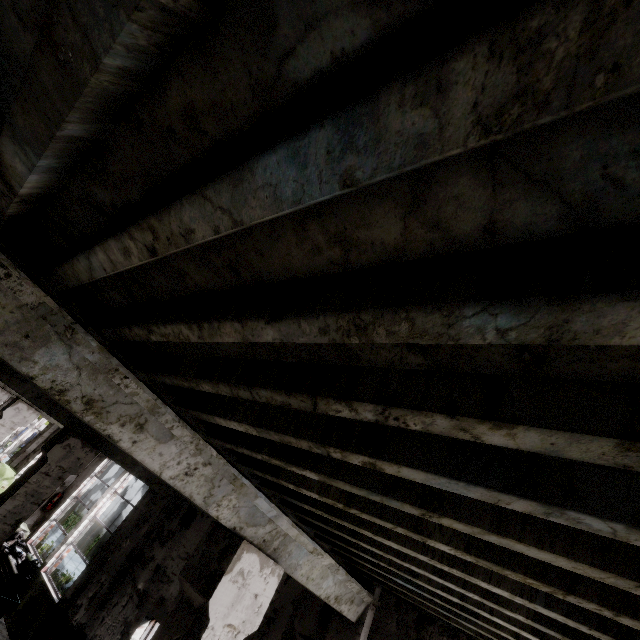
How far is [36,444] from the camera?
15.5 meters

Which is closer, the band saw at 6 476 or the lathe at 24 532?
the lathe at 24 532

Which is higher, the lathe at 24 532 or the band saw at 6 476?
the band saw at 6 476

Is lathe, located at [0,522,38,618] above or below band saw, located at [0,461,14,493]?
below

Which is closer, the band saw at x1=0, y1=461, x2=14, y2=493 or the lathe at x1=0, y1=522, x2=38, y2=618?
the lathe at x1=0, y1=522, x2=38, y2=618
